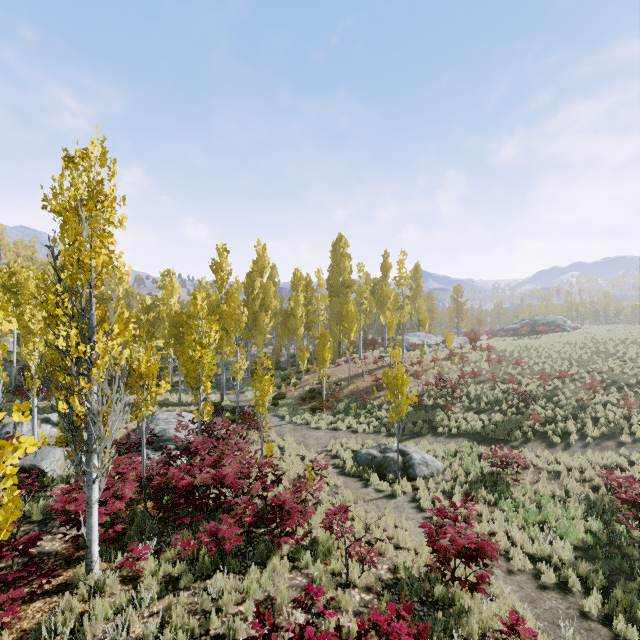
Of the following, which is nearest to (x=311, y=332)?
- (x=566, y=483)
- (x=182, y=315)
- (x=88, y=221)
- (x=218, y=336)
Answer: (x=182, y=315)

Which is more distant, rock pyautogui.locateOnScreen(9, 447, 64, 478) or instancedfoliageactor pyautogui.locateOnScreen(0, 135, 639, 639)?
rock pyautogui.locateOnScreen(9, 447, 64, 478)

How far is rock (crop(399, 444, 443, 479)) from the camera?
12.64m

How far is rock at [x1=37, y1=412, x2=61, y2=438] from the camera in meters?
16.0 m

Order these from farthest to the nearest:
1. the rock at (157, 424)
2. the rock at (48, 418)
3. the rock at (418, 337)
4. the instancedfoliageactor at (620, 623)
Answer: the rock at (418, 337) < the rock at (48, 418) < the rock at (157, 424) < the instancedfoliageactor at (620, 623)

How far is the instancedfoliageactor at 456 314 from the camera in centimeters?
2020cm

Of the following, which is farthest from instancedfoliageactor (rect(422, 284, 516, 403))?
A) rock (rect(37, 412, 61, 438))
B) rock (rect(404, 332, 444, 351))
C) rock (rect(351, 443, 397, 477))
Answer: rock (rect(351, 443, 397, 477))

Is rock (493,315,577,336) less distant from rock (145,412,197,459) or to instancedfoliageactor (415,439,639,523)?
instancedfoliageactor (415,439,639,523)
